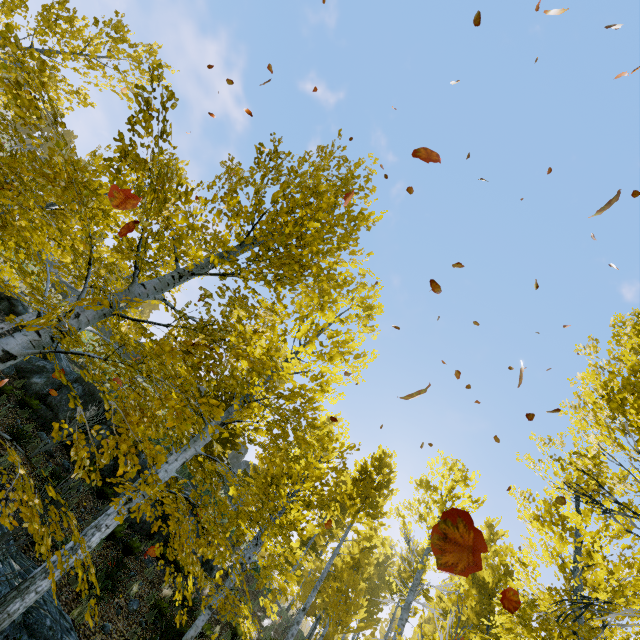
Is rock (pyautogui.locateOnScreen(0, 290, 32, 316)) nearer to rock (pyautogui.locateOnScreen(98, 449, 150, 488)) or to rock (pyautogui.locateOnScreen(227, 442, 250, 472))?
rock (pyautogui.locateOnScreen(98, 449, 150, 488))

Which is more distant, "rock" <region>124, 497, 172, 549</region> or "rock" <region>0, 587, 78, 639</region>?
"rock" <region>124, 497, 172, 549</region>

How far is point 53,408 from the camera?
10.9 meters

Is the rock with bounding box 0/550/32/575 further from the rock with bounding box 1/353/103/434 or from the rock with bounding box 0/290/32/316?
the rock with bounding box 0/290/32/316

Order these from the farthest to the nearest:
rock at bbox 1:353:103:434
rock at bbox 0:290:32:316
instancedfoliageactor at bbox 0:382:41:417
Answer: rock at bbox 0:290:32:316, rock at bbox 1:353:103:434, instancedfoliageactor at bbox 0:382:41:417

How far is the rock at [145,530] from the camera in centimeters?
1146cm

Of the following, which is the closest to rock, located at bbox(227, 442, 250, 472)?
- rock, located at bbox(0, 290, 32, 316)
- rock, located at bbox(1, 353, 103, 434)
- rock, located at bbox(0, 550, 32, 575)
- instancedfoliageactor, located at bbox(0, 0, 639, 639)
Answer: instancedfoliageactor, located at bbox(0, 0, 639, 639)
